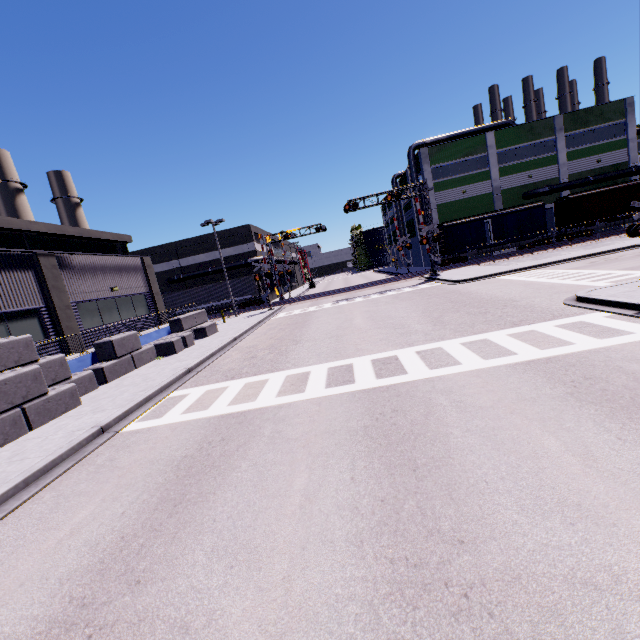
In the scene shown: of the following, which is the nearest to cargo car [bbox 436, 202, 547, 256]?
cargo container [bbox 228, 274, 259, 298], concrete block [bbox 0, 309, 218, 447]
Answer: concrete block [bbox 0, 309, 218, 447]

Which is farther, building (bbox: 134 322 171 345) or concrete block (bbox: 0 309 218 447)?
building (bbox: 134 322 171 345)

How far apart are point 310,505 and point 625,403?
5.3 meters

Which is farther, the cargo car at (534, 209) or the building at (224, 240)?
the building at (224, 240)

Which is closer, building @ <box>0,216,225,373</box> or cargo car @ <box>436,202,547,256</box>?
building @ <box>0,216,225,373</box>

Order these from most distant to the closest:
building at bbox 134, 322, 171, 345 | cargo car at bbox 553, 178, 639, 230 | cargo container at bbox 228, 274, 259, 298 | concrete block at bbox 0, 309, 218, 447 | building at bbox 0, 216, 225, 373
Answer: cargo container at bbox 228, 274, 259, 298 < cargo car at bbox 553, 178, 639, 230 < building at bbox 134, 322, 171, 345 < building at bbox 0, 216, 225, 373 < concrete block at bbox 0, 309, 218, 447

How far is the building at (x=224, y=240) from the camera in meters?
43.2

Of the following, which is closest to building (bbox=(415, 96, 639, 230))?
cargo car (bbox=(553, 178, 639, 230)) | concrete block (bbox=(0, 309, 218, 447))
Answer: concrete block (bbox=(0, 309, 218, 447))
